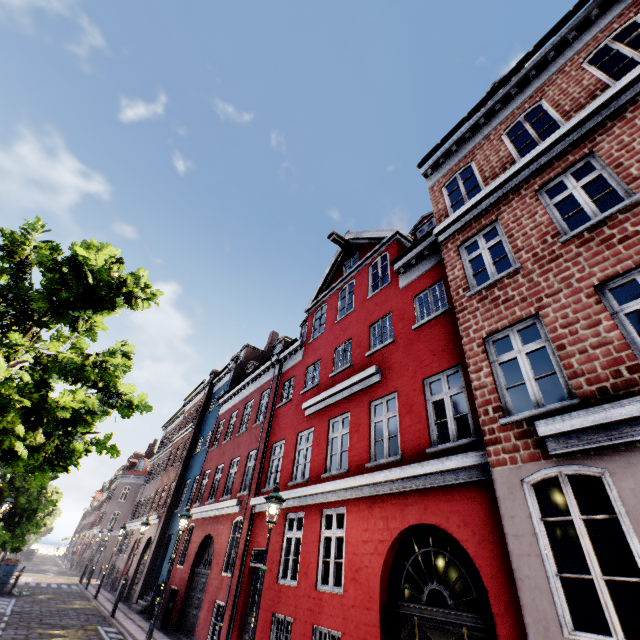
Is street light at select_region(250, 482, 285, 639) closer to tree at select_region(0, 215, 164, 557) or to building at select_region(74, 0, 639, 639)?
building at select_region(74, 0, 639, 639)

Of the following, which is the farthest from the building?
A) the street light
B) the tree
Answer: the tree

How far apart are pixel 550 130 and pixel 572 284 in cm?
1080

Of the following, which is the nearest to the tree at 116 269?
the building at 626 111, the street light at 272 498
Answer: the building at 626 111

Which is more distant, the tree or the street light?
the tree

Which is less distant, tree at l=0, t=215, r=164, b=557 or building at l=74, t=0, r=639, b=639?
building at l=74, t=0, r=639, b=639
